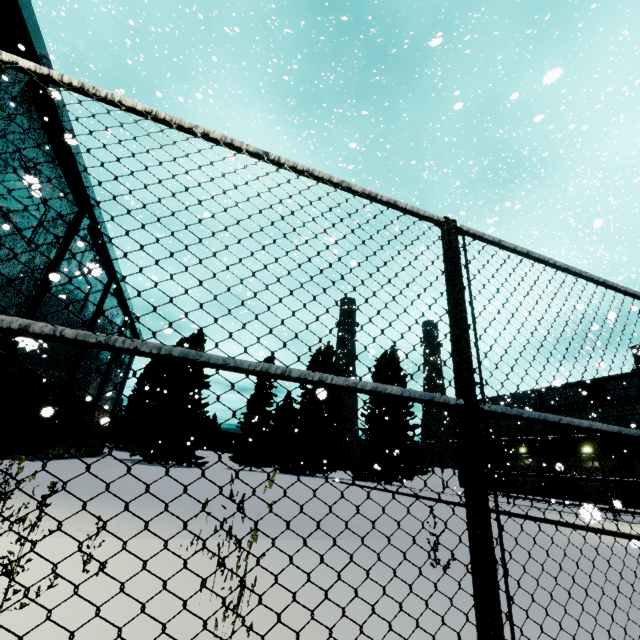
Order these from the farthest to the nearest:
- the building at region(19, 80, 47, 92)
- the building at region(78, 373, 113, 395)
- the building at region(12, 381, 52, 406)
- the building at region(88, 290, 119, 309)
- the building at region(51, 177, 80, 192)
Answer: the building at region(78, 373, 113, 395) < the building at region(88, 290, 119, 309) < the building at region(12, 381, 52, 406) < the building at region(51, 177, 80, 192) < the building at region(19, 80, 47, 92)

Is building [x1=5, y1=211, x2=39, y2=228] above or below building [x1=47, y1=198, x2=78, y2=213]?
below

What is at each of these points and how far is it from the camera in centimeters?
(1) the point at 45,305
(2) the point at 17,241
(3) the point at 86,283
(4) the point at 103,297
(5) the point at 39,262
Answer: (1) building, 1906cm
(2) building, 1602cm
(3) building, 2567cm
(4) building, 2908cm
(5) building, 1831cm

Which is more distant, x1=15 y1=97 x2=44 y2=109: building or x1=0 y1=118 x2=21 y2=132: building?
x1=15 y1=97 x2=44 y2=109: building

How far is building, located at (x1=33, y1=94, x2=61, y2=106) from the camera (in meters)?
14.38

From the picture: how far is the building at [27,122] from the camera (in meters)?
13.96
